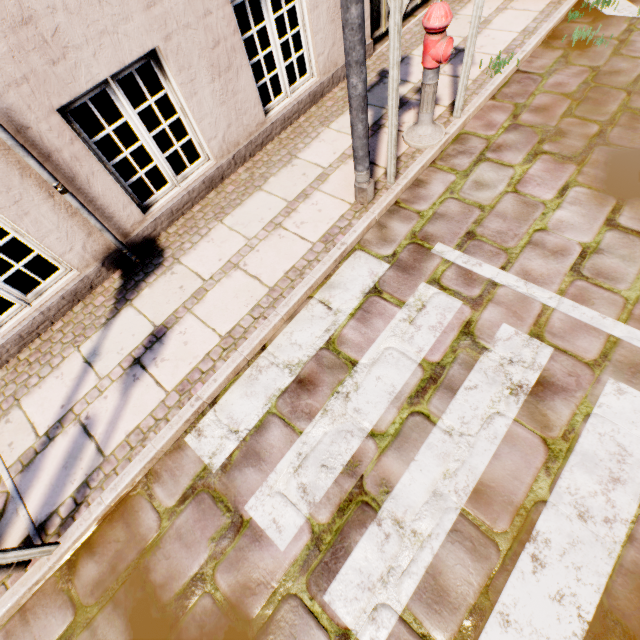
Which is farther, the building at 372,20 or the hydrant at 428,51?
the building at 372,20

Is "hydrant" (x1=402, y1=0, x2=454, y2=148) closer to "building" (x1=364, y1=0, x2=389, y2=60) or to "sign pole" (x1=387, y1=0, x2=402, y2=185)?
"sign pole" (x1=387, y1=0, x2=402, y2=185)

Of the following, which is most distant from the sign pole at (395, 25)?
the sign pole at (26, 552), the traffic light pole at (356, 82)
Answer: the sign pole at (26, 552)

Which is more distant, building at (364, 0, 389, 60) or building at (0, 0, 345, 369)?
building at (364, 0, 389, 60)

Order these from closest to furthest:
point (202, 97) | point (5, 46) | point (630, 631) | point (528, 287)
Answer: point (630, 631)
point (5, 46)
point (528, 287)
point (202, 97)

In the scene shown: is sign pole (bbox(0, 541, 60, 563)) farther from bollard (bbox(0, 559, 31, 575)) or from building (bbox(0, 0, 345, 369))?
building (bbox(0, 0, 345, 369))

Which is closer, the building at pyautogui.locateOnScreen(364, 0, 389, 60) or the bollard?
the bollard

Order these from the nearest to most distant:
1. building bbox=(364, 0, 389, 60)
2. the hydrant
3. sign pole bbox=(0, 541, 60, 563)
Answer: sign pole bbox=(0, 541, 60, 563) → the hydrant → building bbox=(364, 0, 389, 60)
